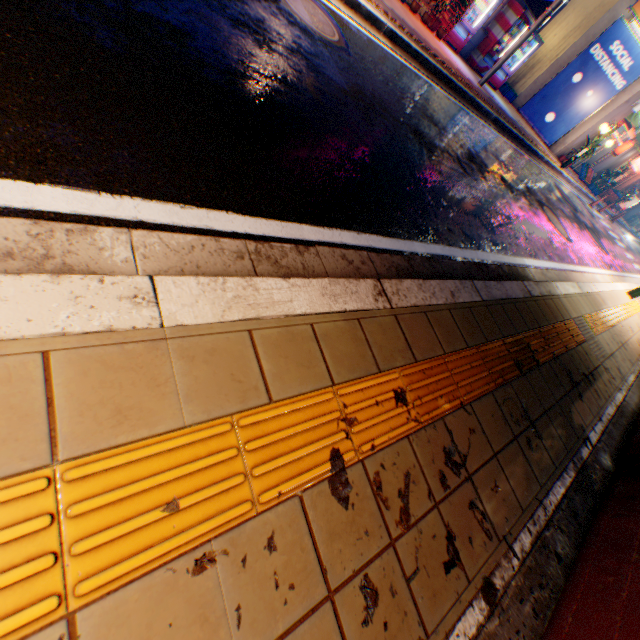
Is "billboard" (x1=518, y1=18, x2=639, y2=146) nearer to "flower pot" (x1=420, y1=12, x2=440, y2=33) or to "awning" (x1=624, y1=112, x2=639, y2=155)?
"awning" (x1=624, y1=112, x2=639, y2=155)

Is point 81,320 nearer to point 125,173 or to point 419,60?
point 125,173

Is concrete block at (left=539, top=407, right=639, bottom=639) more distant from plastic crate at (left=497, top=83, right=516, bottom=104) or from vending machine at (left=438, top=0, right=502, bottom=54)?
plastic crate at (left=497, top=83, right=516, bottom=104)

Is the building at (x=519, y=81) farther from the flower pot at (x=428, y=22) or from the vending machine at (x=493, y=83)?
the flower pot at (x=428, y=22)

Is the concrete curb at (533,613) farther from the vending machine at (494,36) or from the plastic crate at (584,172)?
the vending machine at (494,36)

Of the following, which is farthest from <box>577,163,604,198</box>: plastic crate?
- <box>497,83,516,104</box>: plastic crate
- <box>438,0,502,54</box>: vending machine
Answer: <box>438,0,502,54</box>: vending machine

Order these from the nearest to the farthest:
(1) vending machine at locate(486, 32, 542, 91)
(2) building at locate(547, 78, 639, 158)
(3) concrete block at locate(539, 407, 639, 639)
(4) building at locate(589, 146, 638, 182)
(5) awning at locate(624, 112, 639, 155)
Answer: (3) concrete block at locate(539, 407, 639, 639), (1) vending machine at locate(486, 32, 542, 91), (2) building at locate(547, 78, 639, 158), (5) awning at locate(624, 112, 639, 155), (4) building at locate(589, 146, 638, 182)

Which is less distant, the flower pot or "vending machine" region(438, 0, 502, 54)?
the flower pot
